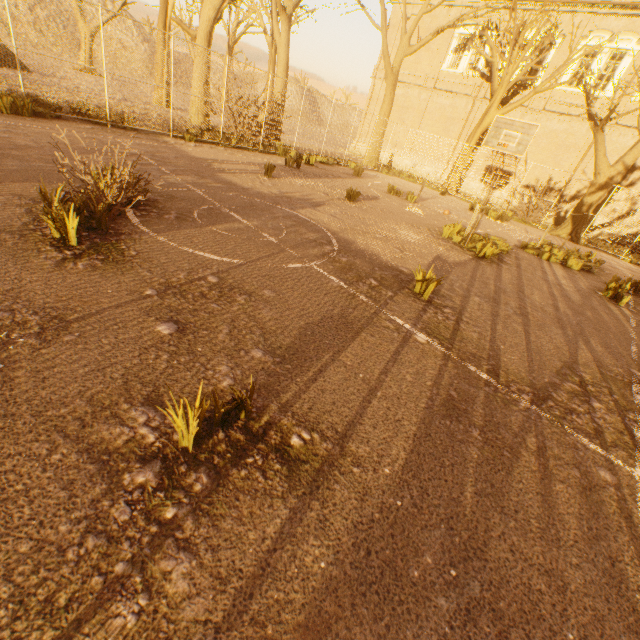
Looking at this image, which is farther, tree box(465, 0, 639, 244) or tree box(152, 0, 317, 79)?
tree box(152, 0, 317, 79)

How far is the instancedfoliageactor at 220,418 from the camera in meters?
2.1

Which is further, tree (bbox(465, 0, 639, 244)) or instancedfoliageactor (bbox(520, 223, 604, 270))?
tree (bbox(465, 0, 639, 244))

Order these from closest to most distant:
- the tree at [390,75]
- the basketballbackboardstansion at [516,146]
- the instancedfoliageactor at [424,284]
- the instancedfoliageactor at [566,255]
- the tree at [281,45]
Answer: the instancedfoliageactor at [424,284] → the instancedfoliageactor at [566,255] → the basketballbackboardstansion at [516,146] → the tree at [281,45] → the tree at [390,75]

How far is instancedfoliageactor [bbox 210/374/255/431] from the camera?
2.1 meters

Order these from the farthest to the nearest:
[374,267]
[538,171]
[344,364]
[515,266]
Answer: [538,171]
[515,266]
[374,267]
[344,364]

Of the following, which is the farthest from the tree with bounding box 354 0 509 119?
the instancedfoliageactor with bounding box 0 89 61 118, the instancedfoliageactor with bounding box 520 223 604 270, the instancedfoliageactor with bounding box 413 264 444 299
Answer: the instancedfoliageactor with bounding box 413 264 444 299
